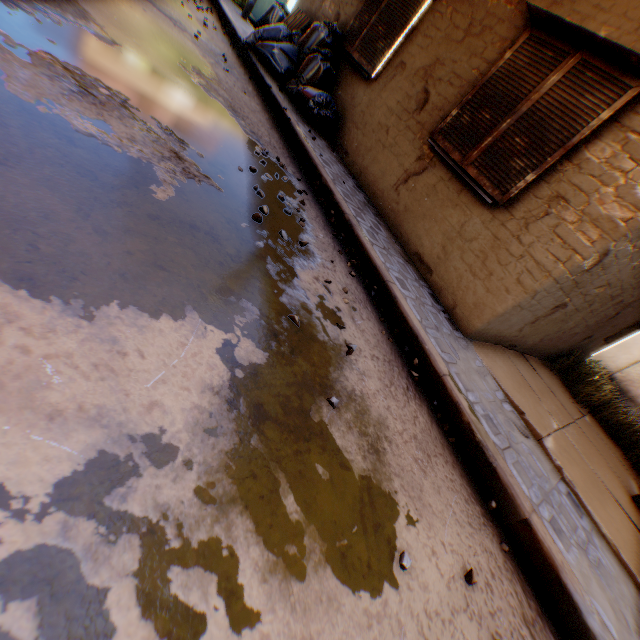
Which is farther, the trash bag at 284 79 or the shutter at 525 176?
the trash bag at 284 79

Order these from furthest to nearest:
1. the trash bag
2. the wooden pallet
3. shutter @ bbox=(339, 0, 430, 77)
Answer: the wooden pallet → the trash bag → shutter @ bbox=(339, 0, 430, 77)

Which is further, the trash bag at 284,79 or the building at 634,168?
the trash bag at 284,79

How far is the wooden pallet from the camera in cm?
733

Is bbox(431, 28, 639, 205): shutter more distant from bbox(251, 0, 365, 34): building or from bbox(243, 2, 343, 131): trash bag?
bbox(243, 2, 343, 131): trash bag

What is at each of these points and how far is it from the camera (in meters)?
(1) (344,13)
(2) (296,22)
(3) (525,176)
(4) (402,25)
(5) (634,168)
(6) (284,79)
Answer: (1) building, 6.76
(2) wooden pallet, 7.56
(3) shutter, 3.76
(4) shutter, 5.43
(5) building, 3.17
(6) trash bag, 6.52

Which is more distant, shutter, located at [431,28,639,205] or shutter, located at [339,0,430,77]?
shutter, located at [339,0,430,77]

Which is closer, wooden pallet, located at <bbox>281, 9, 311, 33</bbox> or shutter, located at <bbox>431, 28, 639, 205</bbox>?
shutter, located at <bbox>431, 28, 639, 205</bbox>
